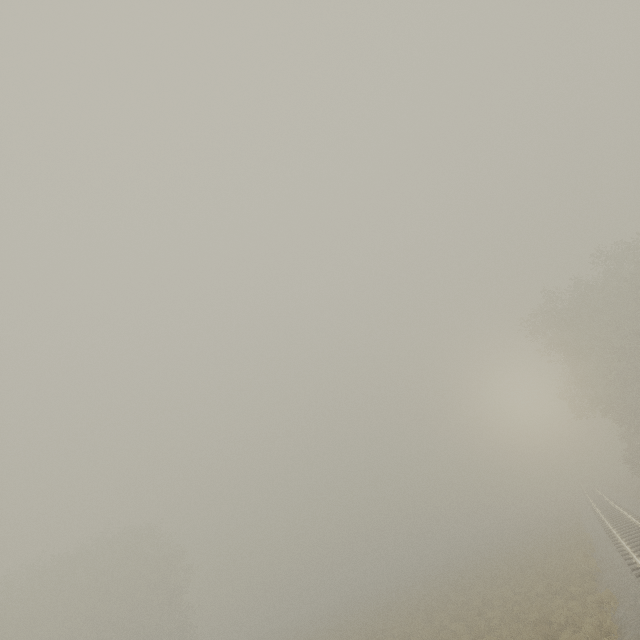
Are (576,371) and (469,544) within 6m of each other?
no
